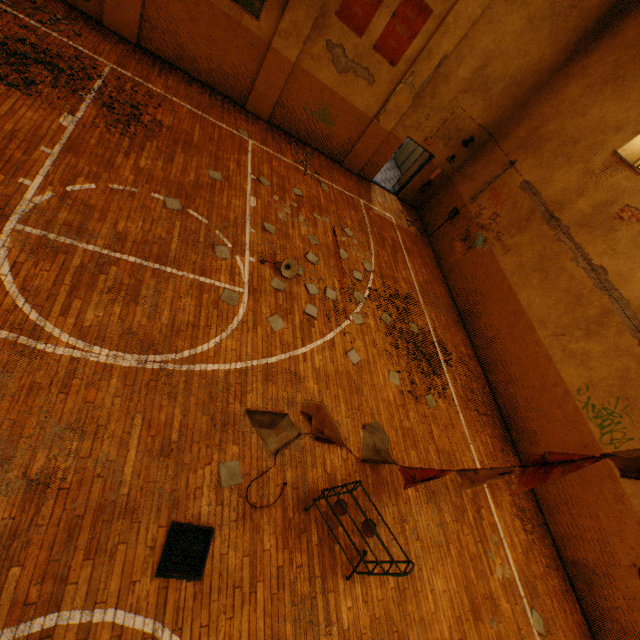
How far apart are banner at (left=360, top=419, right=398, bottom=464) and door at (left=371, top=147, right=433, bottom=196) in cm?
1057

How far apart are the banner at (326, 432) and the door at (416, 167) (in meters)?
10.57

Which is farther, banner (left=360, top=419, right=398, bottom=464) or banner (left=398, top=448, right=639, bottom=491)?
banner (left=360, top=419, right=398, bottom=464)

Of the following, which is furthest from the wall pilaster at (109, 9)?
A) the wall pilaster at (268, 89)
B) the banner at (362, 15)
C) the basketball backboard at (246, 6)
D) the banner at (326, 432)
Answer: the banner at (326, 432)

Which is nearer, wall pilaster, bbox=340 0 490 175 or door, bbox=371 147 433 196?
wall pilaster, bbox=340 0 490 175

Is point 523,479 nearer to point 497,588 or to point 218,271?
point 497,588

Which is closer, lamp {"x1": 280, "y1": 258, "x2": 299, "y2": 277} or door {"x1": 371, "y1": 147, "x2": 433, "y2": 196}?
lamp {"x1": 280, "y1": 258, "x2": 299, "y2": 277}

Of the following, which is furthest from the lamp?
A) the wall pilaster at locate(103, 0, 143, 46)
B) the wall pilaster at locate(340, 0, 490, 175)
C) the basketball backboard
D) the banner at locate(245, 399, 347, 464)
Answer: the wall pilaster at locate(103, 0, 143, 46)
